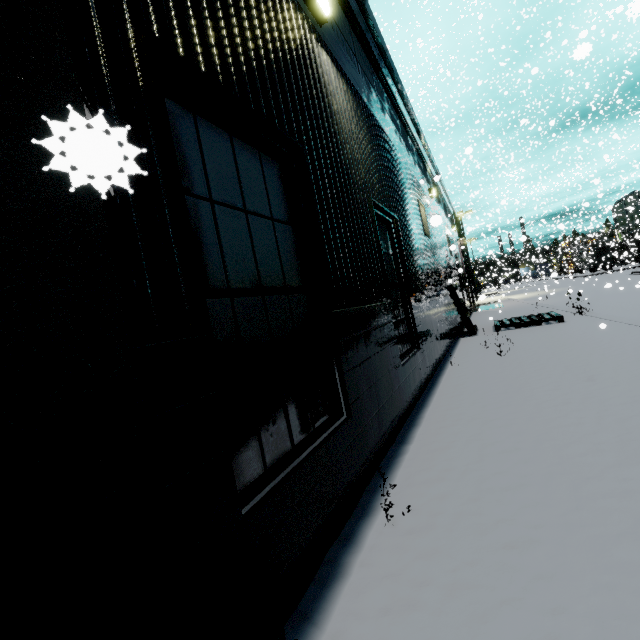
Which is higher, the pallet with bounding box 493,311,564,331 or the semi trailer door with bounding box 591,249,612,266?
the semi trailer door with bounding box 591,249,612,266

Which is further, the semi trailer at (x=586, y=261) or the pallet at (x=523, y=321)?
the semi trailer at (x=586, y=261)

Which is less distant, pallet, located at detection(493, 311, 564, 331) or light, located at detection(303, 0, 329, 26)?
light, located at detection(303, 0, 329, 26)

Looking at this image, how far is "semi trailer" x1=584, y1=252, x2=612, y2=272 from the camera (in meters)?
40.47

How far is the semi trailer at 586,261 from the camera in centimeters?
4047cm

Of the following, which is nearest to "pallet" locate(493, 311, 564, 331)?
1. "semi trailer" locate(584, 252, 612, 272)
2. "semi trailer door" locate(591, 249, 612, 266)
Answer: "semi trailer" locate(584, 252, 612, 272)

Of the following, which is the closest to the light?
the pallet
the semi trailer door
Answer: the pallet

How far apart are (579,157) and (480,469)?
24.07m
